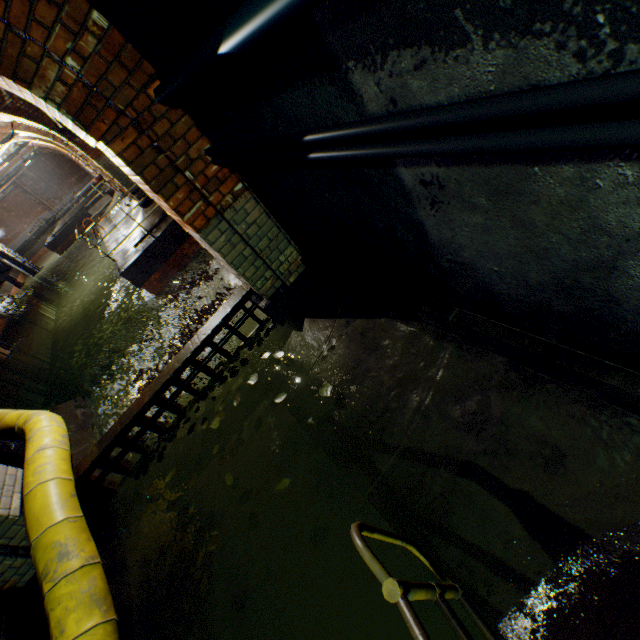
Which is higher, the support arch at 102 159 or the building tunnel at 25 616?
the support arch at 102 159

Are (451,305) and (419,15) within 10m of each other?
yes

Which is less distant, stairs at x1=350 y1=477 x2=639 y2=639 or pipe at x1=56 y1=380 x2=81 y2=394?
stairs at x1=350 y1=477 x2=639 y2=639

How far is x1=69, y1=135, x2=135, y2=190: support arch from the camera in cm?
956

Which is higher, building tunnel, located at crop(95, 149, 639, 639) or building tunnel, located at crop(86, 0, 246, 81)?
Result: building tunnel, located at crop(86, 0, 246, 81)

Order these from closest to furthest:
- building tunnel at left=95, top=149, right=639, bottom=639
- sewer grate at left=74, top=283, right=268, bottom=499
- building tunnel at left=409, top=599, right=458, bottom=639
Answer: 1. building tunnel at left=95, top=149, right=639, bottom=639
2. building tunnel at left=409, top=599, right=458, bottom=639
3. sewer grate at left=74, top=283, right=268, bottom=499

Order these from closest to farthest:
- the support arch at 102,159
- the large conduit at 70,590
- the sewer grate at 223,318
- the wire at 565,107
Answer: the wire at 565,107
the large conduit at 70,590
the sewer grate at 223,318
the support arch at 102,159

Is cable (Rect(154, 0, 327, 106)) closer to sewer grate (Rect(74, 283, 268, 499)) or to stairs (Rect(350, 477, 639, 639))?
stairs (Rect(350, 477, 639, 639))
